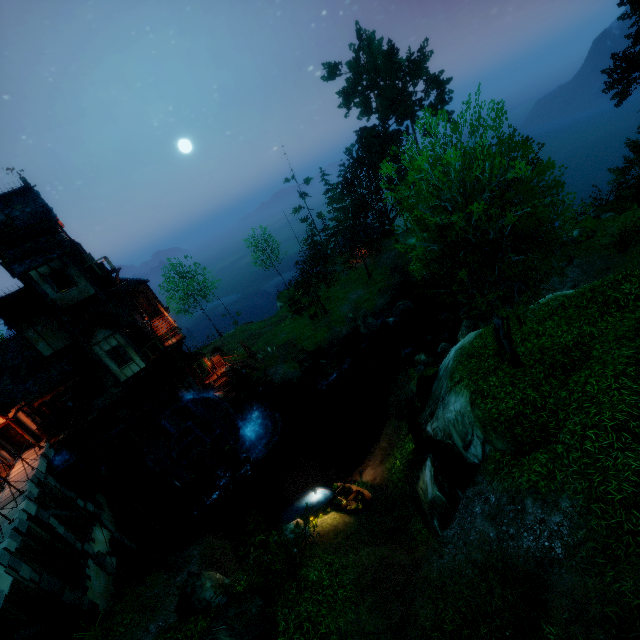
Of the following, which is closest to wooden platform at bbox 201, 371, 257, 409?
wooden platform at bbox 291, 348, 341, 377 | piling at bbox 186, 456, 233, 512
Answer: piling at bbox 186, 456, 233, 512

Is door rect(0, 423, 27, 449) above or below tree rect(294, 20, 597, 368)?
below

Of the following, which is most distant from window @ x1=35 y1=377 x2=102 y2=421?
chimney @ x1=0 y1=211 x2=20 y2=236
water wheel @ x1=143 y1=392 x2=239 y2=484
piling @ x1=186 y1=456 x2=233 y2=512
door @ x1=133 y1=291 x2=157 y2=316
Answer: chimney @ x1=0 y1=211 x2=20 y2=236

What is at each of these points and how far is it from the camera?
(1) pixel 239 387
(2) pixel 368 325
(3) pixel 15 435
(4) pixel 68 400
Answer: (1) wooden platform, 28.2m
(2) rock, 31.6m
(3) door, 19.8m
(4) box, 20.2m

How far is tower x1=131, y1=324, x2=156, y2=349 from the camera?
22.9m

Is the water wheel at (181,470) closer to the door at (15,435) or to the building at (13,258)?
the building at (13,258)

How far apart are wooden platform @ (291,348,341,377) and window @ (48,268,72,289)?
18.4m

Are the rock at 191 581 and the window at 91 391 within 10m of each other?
no
